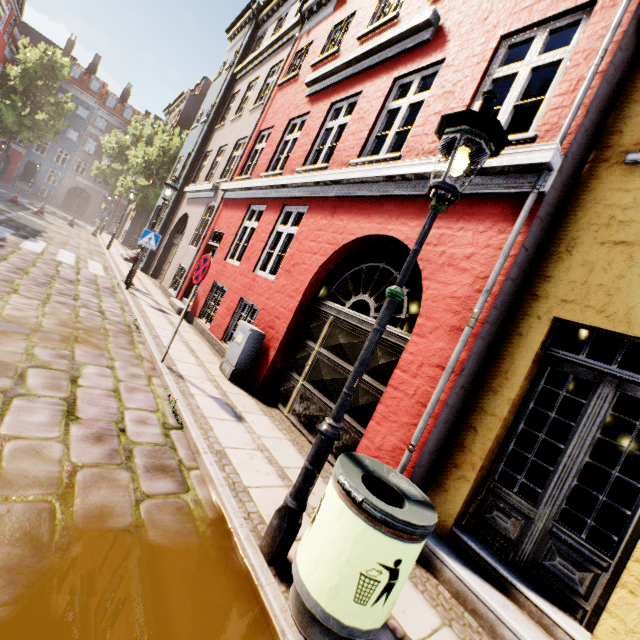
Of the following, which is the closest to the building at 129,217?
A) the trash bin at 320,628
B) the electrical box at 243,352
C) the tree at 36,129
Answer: the electrical box at 243,352

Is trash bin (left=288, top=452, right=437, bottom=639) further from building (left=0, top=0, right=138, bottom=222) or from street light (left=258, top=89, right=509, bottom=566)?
building (left=0, top=0, right=138, bottom=222)

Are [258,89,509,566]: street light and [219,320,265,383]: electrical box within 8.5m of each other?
yes

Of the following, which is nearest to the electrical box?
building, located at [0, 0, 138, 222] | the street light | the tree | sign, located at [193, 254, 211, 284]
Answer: building, located at [0, 0, 138, 222]

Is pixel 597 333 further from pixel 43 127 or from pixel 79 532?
pixel 43 127

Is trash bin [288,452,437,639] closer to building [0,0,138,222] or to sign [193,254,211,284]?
building [0,0,138,222]

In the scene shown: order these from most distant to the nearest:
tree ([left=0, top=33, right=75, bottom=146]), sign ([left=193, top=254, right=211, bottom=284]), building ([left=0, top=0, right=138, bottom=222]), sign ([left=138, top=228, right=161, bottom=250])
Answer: building ([left=0, top=0, right=138, bottom=222]) → tree ([left=0, top=33, right=75, bottom=146]) → sign ([left=138, top=228, right=161, bottom=250]) → sign ([left=193, top=254, right=211, bottom=284])

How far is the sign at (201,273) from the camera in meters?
5.1
